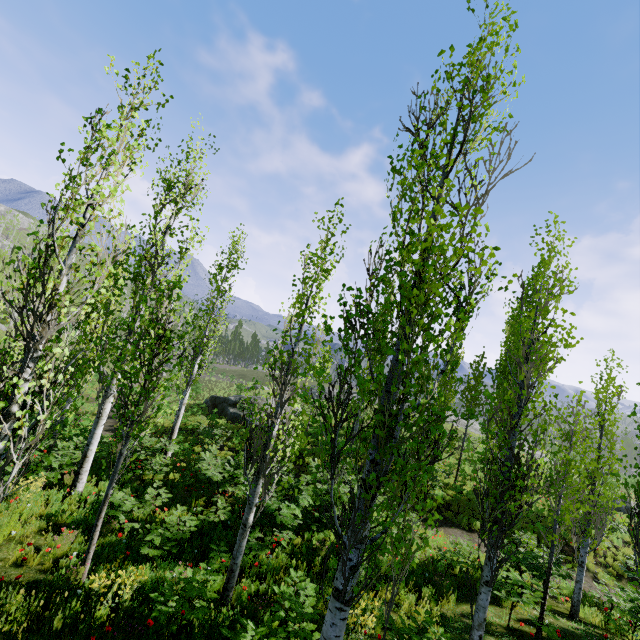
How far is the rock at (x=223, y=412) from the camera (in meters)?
23.98

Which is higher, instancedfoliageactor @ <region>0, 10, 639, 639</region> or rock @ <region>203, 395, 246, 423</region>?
instancedfoliageactor @ <region>0, 10, 639, 639</region>

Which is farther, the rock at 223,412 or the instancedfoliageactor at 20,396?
the rock at 223,412

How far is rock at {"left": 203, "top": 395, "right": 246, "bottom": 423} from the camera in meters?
24.0 m

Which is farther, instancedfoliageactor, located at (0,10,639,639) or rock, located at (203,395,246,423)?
rock, located at (203,395,246,423)

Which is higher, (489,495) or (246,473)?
(489,495)
